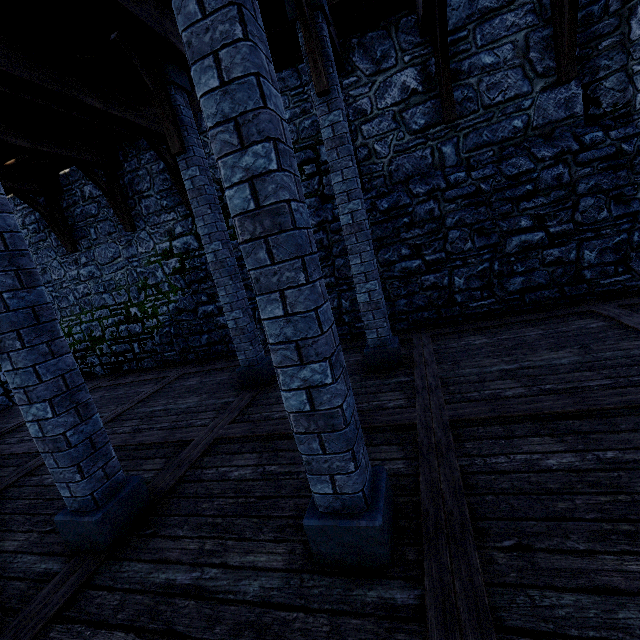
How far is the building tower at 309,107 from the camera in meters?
6.8

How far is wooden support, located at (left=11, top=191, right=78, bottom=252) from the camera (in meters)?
8.35

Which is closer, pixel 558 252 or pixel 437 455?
pixel 437 455

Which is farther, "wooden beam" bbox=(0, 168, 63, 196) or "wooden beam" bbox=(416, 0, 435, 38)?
"wooden beam" bbox=(0, 168, 63, 196)

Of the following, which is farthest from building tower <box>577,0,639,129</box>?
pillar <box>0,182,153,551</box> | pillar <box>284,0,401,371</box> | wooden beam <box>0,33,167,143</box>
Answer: pillar <box>0,182,153,551</box>

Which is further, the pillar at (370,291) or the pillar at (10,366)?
the pillar at (370,291)

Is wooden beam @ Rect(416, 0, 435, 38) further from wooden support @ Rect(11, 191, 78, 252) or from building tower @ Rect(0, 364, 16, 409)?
Answer: wooden support @ Rect(11, 191, 78, 252)

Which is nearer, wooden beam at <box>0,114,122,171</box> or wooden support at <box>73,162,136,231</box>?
wooden beam at <box>0,114,122,171</box>
